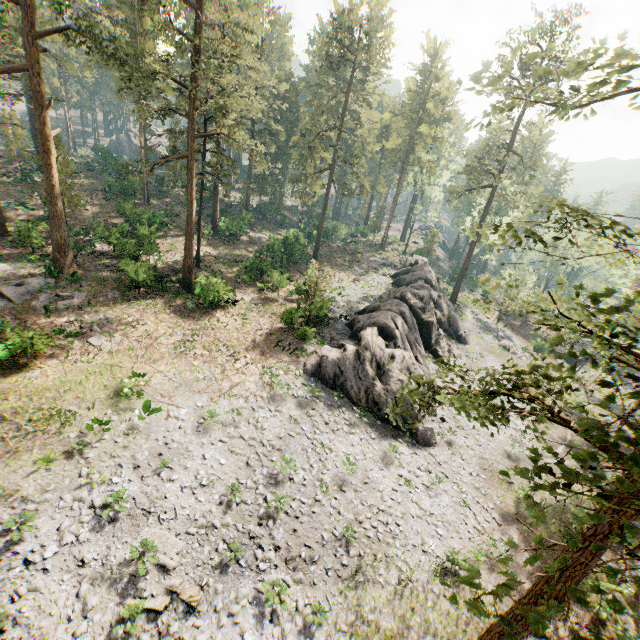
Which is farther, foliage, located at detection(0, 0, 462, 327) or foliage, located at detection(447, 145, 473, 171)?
foliage, located at detection(447, 145, 473, 171)

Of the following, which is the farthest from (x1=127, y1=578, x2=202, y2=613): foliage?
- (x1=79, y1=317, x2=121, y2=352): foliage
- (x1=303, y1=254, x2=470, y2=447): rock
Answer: (x1=79, y1=317, x2=121, y2=352): foliage

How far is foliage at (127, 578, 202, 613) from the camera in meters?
12.0

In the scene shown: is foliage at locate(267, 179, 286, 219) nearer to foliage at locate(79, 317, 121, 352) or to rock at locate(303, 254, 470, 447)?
rock at locate(303, 254, 470, 447)

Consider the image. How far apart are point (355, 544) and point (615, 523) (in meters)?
12.07

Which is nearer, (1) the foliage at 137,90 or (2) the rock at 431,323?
(1) the foliage at 137,90

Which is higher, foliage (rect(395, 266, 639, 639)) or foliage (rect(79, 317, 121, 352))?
foliage (rect(395, 266, 639, 639))

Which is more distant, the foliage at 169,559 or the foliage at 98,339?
the foliage at 98,339
